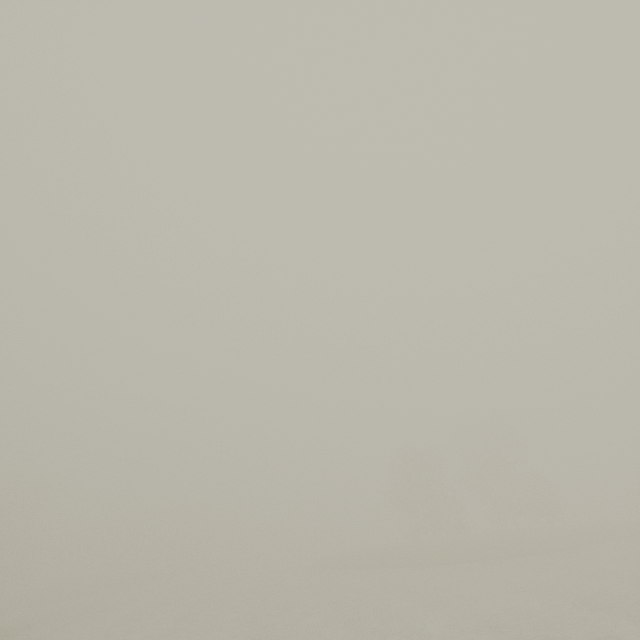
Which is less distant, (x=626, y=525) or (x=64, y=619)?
(x=64, y=619)
